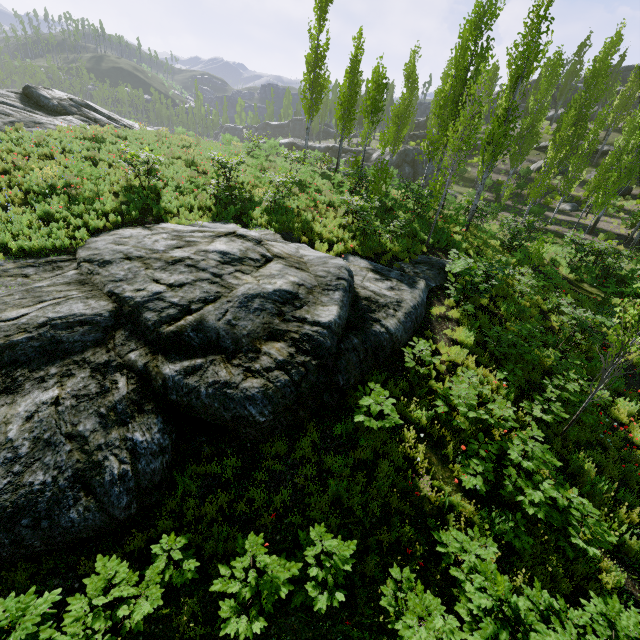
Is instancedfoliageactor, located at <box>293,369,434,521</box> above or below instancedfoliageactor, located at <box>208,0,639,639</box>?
below

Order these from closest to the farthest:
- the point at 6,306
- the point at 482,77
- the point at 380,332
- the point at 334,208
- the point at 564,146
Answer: the point at 6,306, the point at 380,332, the point at 482,77, the point at 334,208, the point at 564,146

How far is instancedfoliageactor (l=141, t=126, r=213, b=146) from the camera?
20.3m

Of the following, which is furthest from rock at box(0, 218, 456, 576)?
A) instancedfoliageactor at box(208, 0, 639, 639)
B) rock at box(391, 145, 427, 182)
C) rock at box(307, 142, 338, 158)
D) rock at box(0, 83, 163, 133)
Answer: rock at box(307, 142, 338, 158)

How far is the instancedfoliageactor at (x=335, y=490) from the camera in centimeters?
565cm

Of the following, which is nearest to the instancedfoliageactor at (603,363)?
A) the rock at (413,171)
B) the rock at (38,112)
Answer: the rock at (38,112)

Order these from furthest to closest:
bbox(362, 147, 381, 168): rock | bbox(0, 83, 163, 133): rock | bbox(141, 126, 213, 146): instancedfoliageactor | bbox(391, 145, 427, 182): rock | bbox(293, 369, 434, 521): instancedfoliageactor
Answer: bbox(362, 147, 381, 168): rock → bbox(391, 145, 427, 182): rock → bbox(141, 126, 213, 146): instancedfoliageactor → bbox(0, 83, 163, 133): rock → bbox(293, 369, 434, 521): instancedfoliageactor
